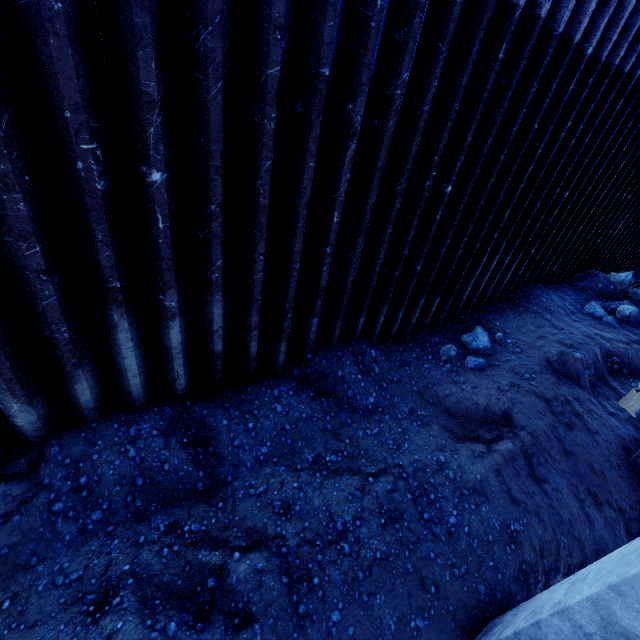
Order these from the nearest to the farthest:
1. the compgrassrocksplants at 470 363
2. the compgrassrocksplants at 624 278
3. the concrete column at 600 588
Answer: the concrete column at 600 588 < the compgrassrocksplants at 470 363 < the compgrassrocksplants at 624 278

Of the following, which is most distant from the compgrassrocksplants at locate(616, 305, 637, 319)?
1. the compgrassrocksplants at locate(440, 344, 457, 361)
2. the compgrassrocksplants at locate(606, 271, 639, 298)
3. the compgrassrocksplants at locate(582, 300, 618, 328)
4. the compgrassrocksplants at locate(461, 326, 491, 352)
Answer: the compgrassrocksplants at locate(440, 344, 457, 361)

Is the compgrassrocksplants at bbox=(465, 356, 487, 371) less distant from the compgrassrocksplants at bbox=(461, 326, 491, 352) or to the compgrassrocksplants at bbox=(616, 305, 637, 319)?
the compgrassrocksplants at bbox=(461, 326, 491, 352)

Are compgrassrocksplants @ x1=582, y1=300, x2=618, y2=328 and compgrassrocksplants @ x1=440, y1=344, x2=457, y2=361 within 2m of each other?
no

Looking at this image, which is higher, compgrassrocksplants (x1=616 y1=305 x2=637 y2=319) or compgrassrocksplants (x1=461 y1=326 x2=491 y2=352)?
compgrassrocksplants (x1=616 y1=305 x2=637 y2=319)

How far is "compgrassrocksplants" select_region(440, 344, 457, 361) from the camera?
6.4 meters

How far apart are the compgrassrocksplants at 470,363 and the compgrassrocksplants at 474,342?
0.30m

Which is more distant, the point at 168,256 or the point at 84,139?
the point at 168,256
